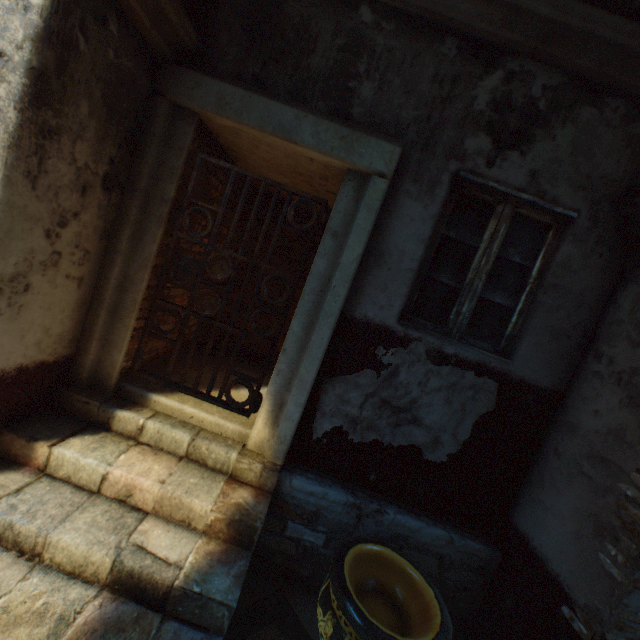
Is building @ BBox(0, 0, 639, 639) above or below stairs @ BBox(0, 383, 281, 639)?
above

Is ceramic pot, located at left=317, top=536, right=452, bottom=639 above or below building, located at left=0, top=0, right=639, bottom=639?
below

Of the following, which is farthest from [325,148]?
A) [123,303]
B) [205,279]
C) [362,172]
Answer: [123,303]

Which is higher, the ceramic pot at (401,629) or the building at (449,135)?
the building at (449,135)

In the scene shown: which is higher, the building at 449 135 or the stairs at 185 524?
the building at 449 135
